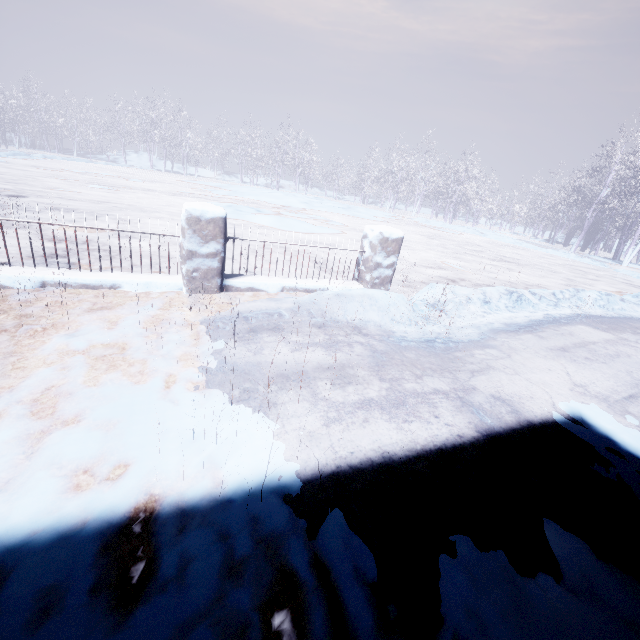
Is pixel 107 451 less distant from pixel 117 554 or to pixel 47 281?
Result: pixel 117 554
